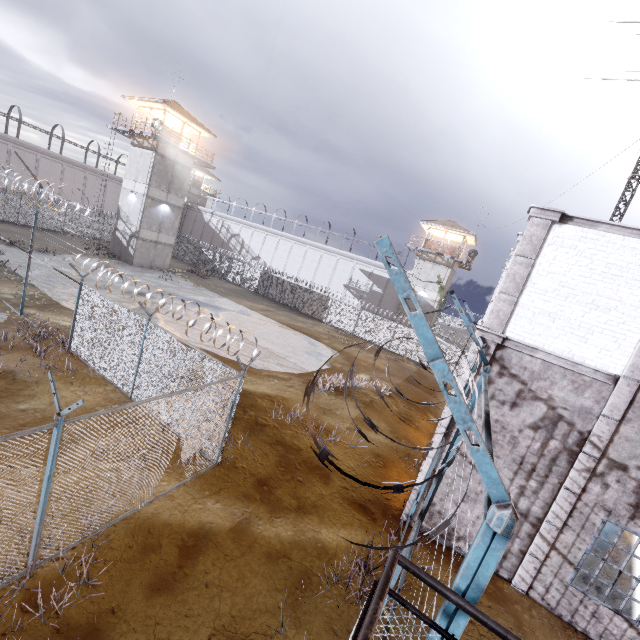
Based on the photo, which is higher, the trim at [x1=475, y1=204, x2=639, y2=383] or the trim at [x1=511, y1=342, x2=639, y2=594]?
the trim at [x1=475, y1=204, x2=639, y2=383]

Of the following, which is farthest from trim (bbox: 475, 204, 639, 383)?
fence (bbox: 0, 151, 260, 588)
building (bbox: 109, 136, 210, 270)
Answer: building (bbox: 109, 136, 210, 270)

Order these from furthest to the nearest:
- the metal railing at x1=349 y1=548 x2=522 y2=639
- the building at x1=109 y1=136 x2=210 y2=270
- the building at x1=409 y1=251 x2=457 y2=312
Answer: the building at x1=409 y1=251 x2=457 y2=312 → the building at x1=109 y1=136 x2=210 y2=270 → the metal railing at x1=349 y1=548 x2=522 y2=639

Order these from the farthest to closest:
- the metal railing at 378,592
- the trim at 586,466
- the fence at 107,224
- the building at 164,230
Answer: the building at 164,230, the trim at 586,466, the fence at 107,224, the metal railing at 378,592

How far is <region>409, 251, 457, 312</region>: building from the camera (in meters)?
35.97

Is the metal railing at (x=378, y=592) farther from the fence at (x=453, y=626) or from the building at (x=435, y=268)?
the building at (x=435, y=268)

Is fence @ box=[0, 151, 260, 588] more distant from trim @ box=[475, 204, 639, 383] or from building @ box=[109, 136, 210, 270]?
building @ box=[109, 136, 210, 270]

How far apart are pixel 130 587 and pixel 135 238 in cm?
3167
